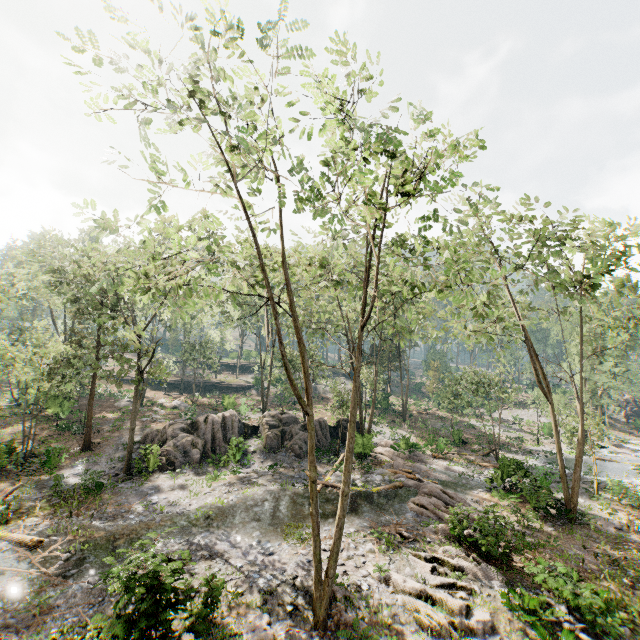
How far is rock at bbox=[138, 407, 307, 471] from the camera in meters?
22.5

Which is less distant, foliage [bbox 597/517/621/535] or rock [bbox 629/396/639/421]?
foliage [bbox 597/517/621/535]

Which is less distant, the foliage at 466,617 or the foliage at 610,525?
the foliage at 466,617

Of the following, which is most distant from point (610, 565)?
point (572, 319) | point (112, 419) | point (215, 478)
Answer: point (112, 419)

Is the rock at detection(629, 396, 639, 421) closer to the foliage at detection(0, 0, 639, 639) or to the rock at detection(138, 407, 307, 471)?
the foliage at detection(0, 0, 639, 639)

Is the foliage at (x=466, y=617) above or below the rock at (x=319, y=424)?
below

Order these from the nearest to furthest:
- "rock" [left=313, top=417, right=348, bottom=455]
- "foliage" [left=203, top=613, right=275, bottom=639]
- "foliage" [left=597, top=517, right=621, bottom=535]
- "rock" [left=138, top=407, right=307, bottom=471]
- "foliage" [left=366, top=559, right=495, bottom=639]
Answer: "foliage" [left=203, top=613, right=275, bottom=639]
"foliage" [left=366, top=559, right=495, bottom=639]
"foliage" [left=597, top=517, right=621, bottom=535]
"rock" [left=138, top=407, right=307, bottom=471]
"rock" [left=313, top=417, right=348, bottom=455]

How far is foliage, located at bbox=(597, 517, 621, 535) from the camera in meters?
17.6 m
